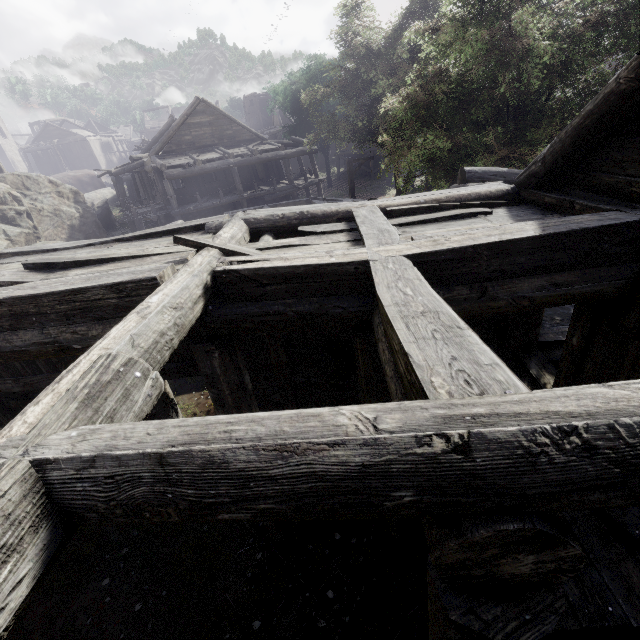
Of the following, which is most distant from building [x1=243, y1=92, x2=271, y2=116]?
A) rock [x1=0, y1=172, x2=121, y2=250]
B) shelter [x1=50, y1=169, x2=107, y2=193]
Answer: shelter [x1=50, y1=169, x2=107, y2=193]

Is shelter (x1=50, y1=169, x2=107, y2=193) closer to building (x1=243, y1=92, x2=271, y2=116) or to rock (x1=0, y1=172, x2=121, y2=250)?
rock (x1=0, y1=172, x2=121, y2=250)

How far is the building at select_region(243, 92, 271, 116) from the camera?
58.6 meters

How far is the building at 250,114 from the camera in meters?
58.6

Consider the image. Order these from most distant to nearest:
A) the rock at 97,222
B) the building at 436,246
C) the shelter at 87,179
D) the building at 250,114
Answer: the building at 250,114
the shelter at 87,179
the rock at 97,222
the building at 436,246

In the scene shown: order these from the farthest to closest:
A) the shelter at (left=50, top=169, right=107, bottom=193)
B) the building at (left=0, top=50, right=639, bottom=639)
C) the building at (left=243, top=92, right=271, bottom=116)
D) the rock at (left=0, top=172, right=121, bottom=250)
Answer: the building at (left=243, top=92, right=271, bottom=116), the shelter at (left=50, top=169, right=107, bottom=193), the rock at (left=0, top=172, right=121, bottom=250), the building at (left=0, top=50, right=639, bottom=639)

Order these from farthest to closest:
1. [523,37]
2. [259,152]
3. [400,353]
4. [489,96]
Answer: [259,152] → [489,96] → [523,37] → [400,353]
